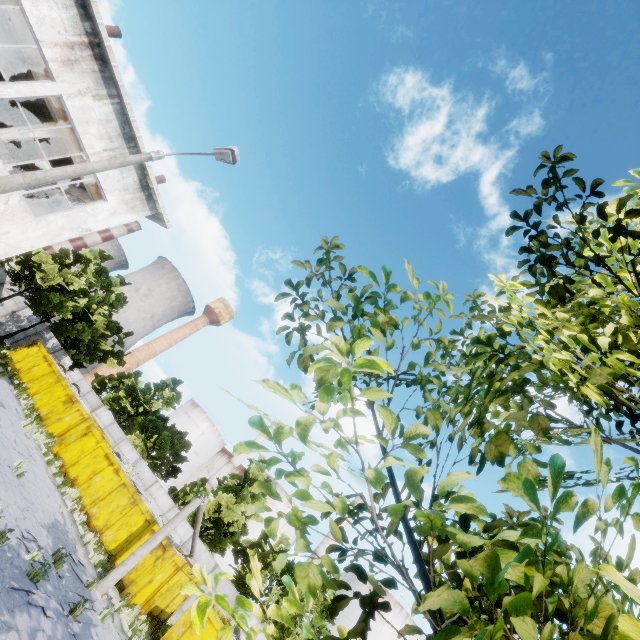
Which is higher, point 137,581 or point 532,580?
point 532,580

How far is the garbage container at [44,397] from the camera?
17.0 meters

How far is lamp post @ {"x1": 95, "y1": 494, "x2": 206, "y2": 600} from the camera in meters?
13.1 m

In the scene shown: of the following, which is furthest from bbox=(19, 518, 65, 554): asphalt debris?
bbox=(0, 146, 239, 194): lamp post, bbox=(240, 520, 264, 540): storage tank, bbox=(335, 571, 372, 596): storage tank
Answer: bbox=(240, 520, 264, 540): storage tank

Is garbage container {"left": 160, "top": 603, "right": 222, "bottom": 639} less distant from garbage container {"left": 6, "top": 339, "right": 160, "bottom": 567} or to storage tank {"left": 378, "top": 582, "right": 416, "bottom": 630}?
garbage container {"left": 6, "top": 339, "right": 160, "bottom": 567}

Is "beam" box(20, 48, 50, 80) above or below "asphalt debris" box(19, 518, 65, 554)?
above

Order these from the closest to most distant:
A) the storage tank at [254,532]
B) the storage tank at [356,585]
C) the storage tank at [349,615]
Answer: the storage tank at [349,615] < the storage tank at [356,585] < the storage tank at [254,532]

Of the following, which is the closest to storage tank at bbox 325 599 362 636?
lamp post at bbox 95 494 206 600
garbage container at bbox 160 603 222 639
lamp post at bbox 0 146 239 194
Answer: garbage container at bbox 160 603 222 639
